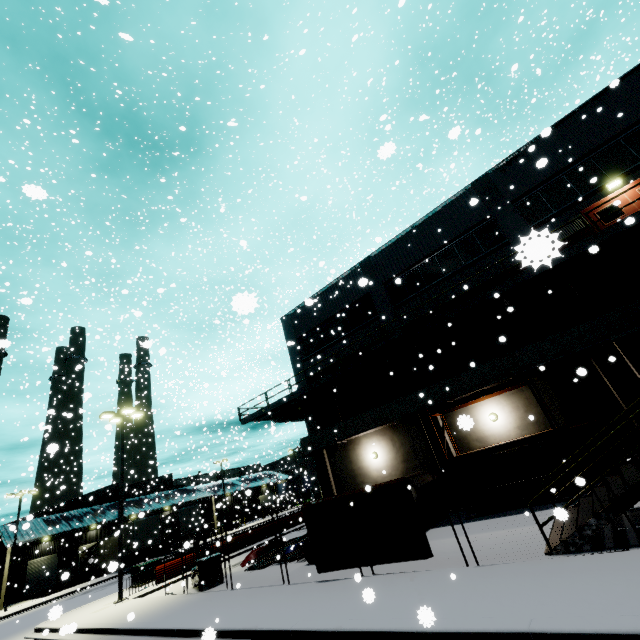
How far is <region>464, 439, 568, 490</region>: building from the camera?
13.6 meters

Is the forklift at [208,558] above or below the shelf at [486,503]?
above

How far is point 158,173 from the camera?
38.9 meters

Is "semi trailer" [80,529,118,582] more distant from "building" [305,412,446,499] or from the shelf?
the shelf

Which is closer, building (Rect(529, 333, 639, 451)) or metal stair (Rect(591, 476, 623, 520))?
metal stair (Rect(591, 476, 623, 520))

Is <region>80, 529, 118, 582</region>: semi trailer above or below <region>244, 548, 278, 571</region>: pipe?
above

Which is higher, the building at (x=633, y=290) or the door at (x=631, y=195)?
the door at (x=631, y=195)

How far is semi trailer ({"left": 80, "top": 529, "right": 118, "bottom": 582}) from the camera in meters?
22.3 m
